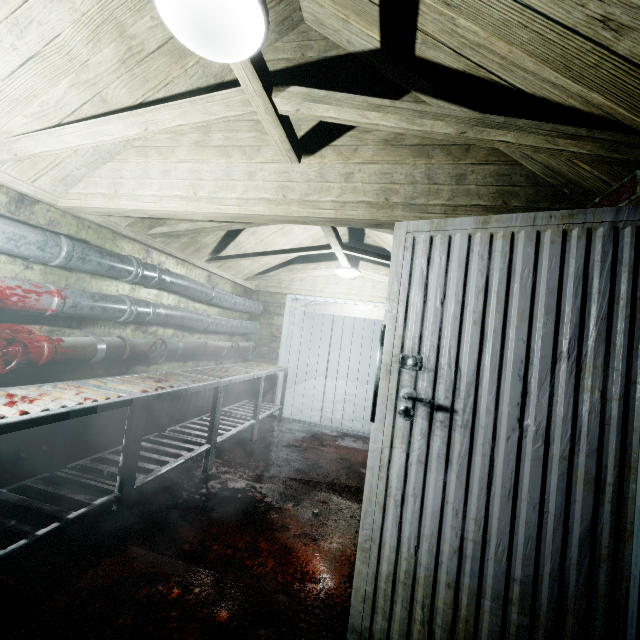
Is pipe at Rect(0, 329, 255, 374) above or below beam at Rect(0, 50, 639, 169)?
below

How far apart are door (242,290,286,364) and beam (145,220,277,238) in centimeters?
132cm

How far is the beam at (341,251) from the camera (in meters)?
3.06

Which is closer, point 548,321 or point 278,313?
point 548,321

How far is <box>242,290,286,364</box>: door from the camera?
5.16m

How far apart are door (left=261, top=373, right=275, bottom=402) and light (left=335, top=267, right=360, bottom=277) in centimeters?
108cm

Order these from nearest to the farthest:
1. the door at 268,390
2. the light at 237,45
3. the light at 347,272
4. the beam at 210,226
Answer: the light at 237,45
the beam at 210,226
the light at 347,272
the door at 268,390
